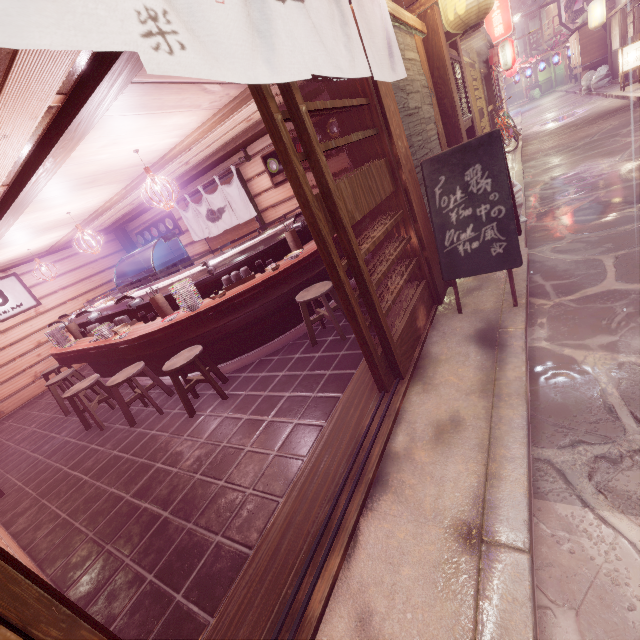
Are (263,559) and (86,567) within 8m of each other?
yes

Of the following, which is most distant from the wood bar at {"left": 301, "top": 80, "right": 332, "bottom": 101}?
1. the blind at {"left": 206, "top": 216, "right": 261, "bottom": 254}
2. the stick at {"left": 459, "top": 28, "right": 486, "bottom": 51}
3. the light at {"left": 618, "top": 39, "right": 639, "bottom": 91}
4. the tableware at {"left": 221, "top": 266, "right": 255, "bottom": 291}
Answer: the light at {"left": 618, "top": 39, "right": 639, "bottom": 91}

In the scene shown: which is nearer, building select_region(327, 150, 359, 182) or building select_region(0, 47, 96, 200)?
building select_region(0, 47, 96, 200)

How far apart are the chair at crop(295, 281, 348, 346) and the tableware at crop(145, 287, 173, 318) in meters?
3.1 m

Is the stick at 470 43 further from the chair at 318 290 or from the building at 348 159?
the chair at 318 290

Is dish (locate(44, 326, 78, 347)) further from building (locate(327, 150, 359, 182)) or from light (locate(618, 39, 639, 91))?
light (locate(618, 39, 639, 91))

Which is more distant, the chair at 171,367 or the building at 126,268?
the building at 126,268

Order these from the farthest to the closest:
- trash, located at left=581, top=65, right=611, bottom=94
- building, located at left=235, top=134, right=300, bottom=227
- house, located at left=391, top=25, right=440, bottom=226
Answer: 1. trash, located at left=581, top=65, right=611, bottom=94
2. building, located at left=235, top=134, right=300, bottom=227
3. house, located at left=391, top=25, right=440, bottom=226
